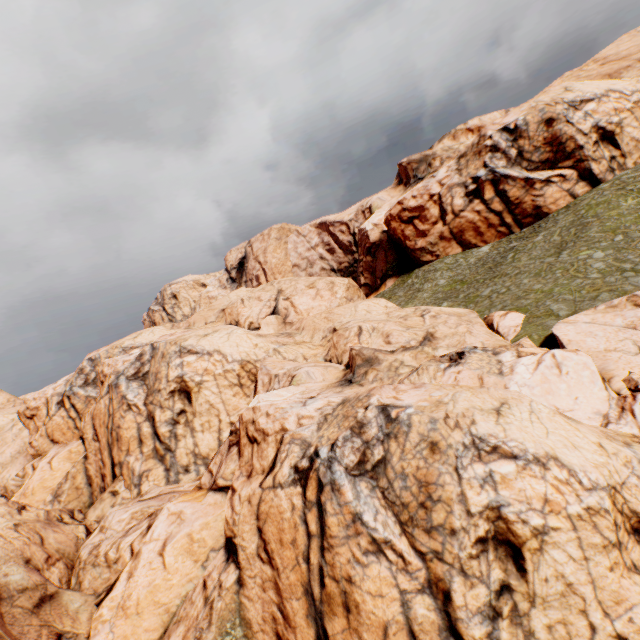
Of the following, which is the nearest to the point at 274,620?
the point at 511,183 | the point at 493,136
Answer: the point at 511,183
